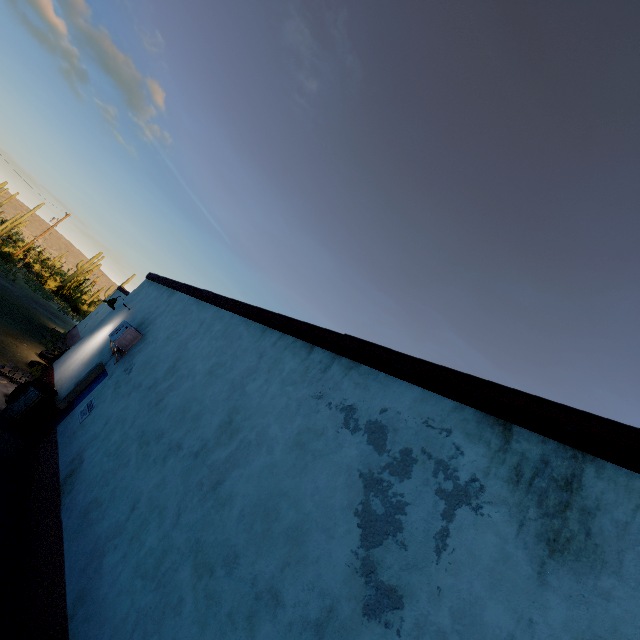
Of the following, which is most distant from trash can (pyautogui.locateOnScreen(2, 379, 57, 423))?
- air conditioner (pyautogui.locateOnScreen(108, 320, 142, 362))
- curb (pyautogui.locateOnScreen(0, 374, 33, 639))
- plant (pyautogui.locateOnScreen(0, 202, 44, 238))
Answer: plant (pyautogui.locateOnScreen(0, 202, 44, 238))

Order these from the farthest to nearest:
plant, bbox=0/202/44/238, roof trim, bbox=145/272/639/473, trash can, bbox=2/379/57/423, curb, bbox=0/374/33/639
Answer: plant, bbox=0/202/44/238
trash can, bbox=2/379/57/423
curb, bbox=0/374/33/639
roof trim, bbox=145/272/639/473

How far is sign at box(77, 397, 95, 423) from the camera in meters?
6.6 m

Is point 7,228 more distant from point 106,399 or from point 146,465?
point 146,465

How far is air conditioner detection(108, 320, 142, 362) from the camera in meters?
7.7 m

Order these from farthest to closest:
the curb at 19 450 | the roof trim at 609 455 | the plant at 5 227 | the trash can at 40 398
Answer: the plant at 5 227 < the trash can at 40 398 < the curb at 19 450 < the roof trim at 609 455

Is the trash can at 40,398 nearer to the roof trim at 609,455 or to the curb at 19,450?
the curb at 19,450

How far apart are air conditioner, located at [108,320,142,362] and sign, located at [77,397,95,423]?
1.01m
